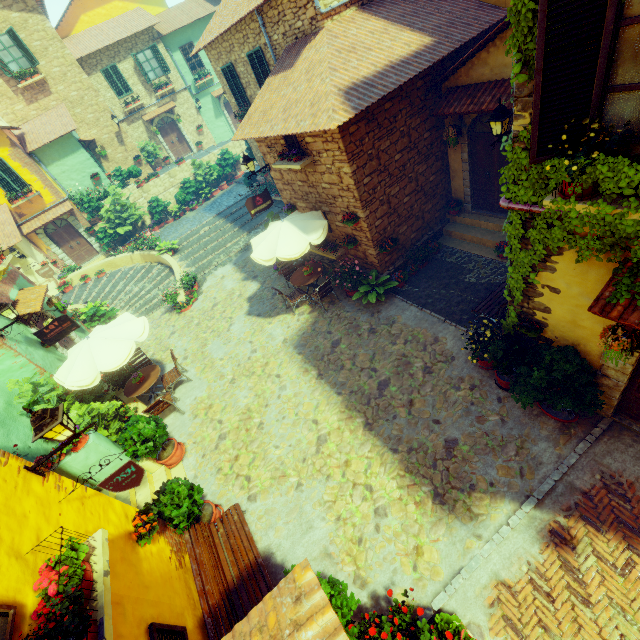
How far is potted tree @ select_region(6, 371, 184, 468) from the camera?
7.5 meters

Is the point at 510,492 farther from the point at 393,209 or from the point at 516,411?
the point at 393,209

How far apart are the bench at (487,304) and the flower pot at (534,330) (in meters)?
0.71

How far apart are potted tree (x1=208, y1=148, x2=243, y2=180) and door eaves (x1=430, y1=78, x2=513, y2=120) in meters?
16.4

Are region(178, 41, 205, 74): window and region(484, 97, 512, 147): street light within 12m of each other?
no

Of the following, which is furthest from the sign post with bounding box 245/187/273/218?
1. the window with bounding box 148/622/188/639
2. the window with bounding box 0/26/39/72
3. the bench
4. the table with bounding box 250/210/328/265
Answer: the window with bounding box 0/26/39/72

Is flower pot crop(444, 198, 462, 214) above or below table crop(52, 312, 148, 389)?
below

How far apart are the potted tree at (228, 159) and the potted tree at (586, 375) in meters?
20.7 m
